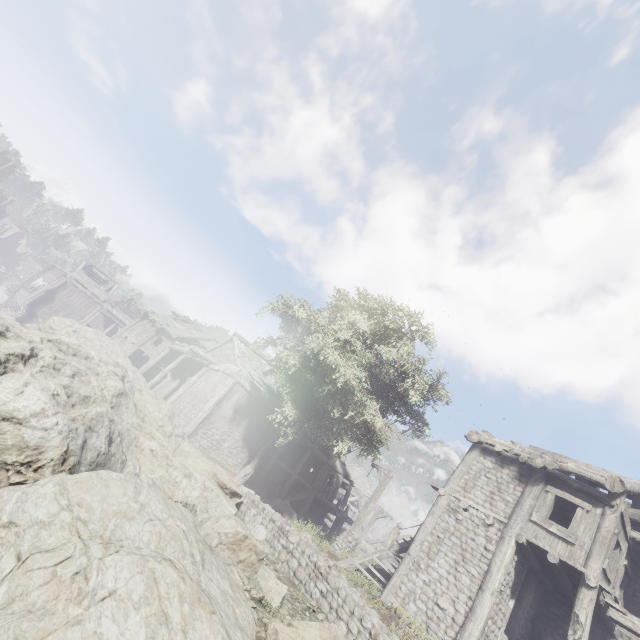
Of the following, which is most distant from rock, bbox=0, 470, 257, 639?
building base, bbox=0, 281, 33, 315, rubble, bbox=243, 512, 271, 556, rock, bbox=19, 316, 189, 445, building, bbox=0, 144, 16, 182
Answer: building base, bbox=0, 281, 33, 315

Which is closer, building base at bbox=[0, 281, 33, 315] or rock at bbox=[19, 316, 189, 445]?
rock at bbox=[19, 316, 189, 445]

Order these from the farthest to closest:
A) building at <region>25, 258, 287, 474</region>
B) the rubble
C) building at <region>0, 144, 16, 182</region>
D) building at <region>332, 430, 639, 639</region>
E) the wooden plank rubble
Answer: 1. building at <region>0, 144, 16, 182</region>
2. the wooden plank rubble
3. building at <region>25, 258, 287, 474</region>
4. building at <region>332, 430, 639, 639</region>
5. the rubble

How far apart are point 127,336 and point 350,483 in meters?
25.9

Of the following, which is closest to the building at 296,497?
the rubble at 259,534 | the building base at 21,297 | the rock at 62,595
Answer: the building base at 21,297

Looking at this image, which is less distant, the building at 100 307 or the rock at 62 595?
the rock at 62 595

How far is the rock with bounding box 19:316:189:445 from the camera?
10.5 meters

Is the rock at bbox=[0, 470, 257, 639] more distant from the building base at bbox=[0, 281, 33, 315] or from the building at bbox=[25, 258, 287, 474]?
the building base at bbox=[0, 281, 33, 315]
